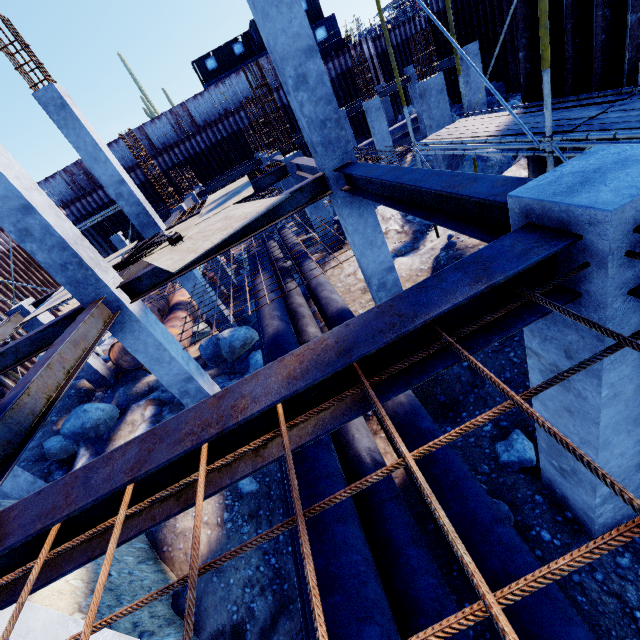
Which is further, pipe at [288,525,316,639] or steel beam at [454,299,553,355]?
pipe at [288,525,316,639]

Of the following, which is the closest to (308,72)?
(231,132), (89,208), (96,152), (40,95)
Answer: (96,152)

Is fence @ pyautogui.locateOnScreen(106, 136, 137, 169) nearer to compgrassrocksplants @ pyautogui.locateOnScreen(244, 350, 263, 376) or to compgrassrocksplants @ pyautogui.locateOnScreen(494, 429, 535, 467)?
compgrassrocksplants @ pyautogui.locateOnScreen(244, 350, 263, 376)

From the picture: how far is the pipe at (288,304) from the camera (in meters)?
5.87

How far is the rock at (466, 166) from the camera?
10.2 meters

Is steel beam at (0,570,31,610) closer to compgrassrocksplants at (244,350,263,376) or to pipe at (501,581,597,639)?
pipe at (501,581,597,639)

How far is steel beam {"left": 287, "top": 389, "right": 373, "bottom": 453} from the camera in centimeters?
176cm

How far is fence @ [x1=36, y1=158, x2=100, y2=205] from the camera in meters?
26.4 m
